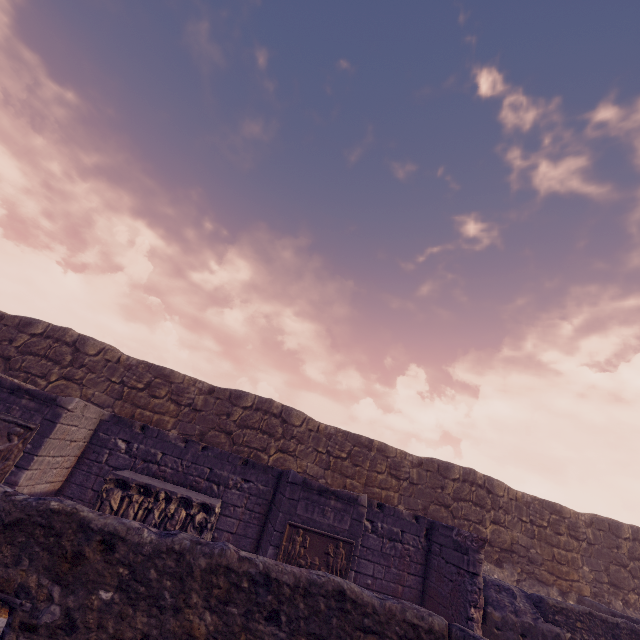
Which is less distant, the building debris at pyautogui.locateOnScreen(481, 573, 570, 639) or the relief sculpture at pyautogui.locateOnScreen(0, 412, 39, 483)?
the relief sculpture at pyautogui.locateOnScreen(0, 412, 39, 483)

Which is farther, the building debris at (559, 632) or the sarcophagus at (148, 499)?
the building debris at (559, 632)

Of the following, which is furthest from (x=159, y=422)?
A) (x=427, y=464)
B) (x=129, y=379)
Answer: (x=427, y=464)

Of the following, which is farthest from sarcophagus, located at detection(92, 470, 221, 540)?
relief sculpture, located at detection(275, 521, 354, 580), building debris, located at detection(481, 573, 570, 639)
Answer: building debris, located at detection(481, 573, 570, 639)

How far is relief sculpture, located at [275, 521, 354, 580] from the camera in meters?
6.7 m

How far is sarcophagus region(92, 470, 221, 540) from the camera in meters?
6.5

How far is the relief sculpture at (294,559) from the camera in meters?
6.7

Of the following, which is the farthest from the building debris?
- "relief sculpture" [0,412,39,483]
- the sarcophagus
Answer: "relief sculpture" [0,412,39,483]
